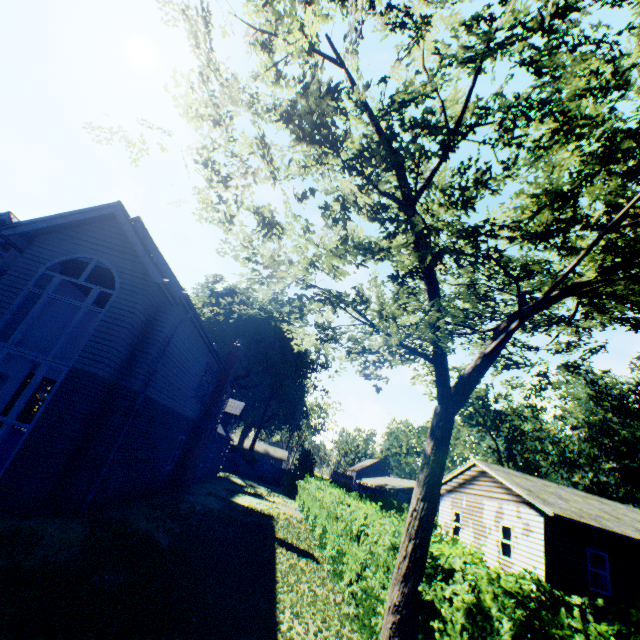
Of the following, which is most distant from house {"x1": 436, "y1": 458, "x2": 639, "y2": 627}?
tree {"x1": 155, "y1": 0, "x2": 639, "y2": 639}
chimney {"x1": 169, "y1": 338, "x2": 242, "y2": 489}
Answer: chimney {"x1": 169, "y1": 338, "x2": 242, "y2": 489}

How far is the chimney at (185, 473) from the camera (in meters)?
17.25

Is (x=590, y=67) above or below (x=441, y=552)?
above

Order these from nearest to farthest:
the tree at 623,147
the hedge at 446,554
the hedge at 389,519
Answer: the hedge at 446,554
the tree at 623,147
the hedge at 389,519

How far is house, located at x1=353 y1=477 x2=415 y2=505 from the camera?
41.5 meters

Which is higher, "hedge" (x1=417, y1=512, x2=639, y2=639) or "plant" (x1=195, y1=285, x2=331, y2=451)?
"plant" (x1=195, y1=285, x2=331, y2=451)

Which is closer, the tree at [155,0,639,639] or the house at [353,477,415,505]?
the tree at [155,0,639,639]

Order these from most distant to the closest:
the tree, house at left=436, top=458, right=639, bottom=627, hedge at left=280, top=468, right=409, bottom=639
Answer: house at left=436, top=458, right=639, bottom=627 → hedge at left=280, top=468, right=409, bottom=639 → the tree
